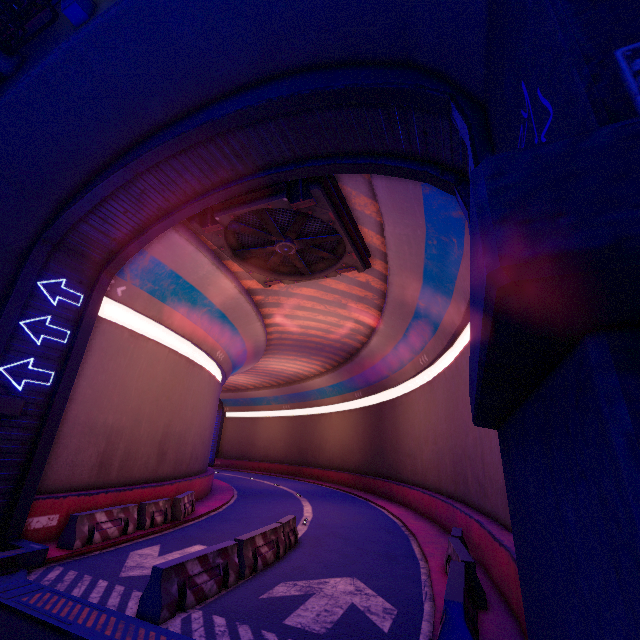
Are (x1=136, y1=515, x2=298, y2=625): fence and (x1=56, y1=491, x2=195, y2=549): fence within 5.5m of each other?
yes

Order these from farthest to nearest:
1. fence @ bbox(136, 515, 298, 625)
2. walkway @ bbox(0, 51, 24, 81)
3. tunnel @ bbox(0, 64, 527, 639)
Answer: walkway @ bbox(0, 51, 24, 81)
tunnel @ bbox(0, 64, 527, 639)
fence @ bbox(136, 515, 298, 625)

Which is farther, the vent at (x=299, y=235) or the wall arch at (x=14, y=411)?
the vent at (x=299, y=235)

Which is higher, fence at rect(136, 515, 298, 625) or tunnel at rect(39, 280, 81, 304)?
tunnel at rect(39, 280, 81, 304)

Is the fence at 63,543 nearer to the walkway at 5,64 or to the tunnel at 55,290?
the tunnel at 55,290

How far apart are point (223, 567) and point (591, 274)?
9.91m

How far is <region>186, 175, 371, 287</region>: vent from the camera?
10.8m

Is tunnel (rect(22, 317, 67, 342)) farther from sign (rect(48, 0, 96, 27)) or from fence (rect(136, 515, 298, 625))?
sign (rect(48, 0, 96, 27))
